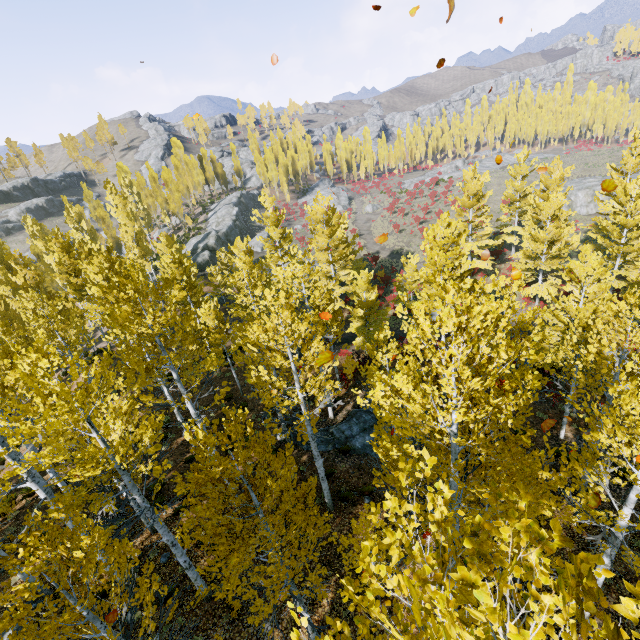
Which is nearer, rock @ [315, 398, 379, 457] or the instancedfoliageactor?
the instancedfoliageactor

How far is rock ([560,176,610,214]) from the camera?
41.8m

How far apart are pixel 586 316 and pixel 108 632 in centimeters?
1991cm

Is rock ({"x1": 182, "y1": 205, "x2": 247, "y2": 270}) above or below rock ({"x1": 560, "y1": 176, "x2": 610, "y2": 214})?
above

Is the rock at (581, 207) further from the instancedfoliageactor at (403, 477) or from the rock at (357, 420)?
the rock at (357, 420)

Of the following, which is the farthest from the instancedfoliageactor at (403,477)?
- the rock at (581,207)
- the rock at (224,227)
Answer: the rock at (581,207)

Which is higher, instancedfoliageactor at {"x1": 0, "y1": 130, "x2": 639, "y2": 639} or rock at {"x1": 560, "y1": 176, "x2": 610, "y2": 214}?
instancedfoliageactor at {"x1": 0, "y1": 130, "x2": 639, "y2": 639}

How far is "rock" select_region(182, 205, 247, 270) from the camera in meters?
44.8
